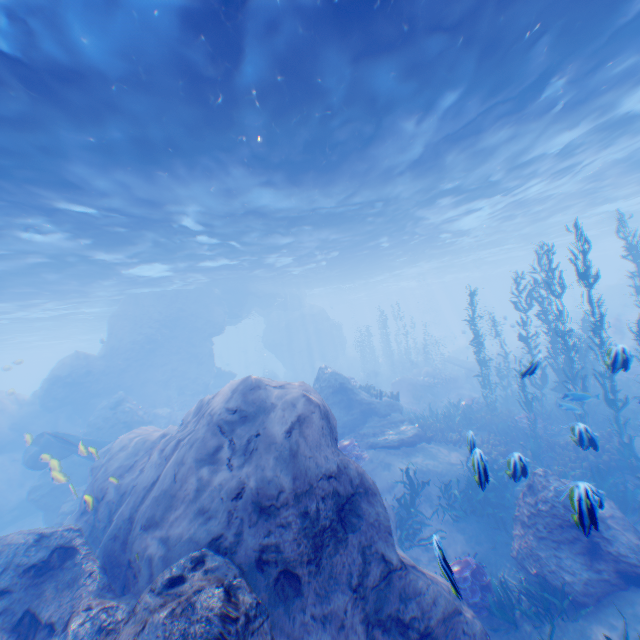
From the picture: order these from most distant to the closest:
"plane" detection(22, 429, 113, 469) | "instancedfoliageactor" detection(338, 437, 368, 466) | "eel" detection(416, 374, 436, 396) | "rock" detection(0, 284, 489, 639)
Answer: "eel" detection(416, 374, 436, 396), "instancedfoliageactor" detection(338, 437, 368, 466), "plane" detection(22, 429, 113, 469), "rock" detection(0, 284, 489, 639)

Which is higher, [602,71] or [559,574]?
[602,71]

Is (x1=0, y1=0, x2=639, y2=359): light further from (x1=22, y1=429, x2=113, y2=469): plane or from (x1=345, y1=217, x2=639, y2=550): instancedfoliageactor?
(x1=345, y1=217, x2=639, y2=550): instancedfoliageactor

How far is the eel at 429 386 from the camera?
22.2 meters

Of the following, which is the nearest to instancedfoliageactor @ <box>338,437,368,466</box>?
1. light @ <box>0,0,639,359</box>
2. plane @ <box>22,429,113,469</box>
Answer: plane @ <box>22,429,113,469</box>

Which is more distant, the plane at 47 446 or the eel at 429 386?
the eel at 429 386

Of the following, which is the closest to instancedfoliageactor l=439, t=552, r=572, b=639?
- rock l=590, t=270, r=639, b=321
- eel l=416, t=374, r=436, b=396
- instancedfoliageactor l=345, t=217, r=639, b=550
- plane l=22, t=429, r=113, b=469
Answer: rock l=590, t=270, r=639, b=321

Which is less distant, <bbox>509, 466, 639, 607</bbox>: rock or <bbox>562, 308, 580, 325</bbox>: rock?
<bbox>509, 466, 639, 607</bbox>: rock
